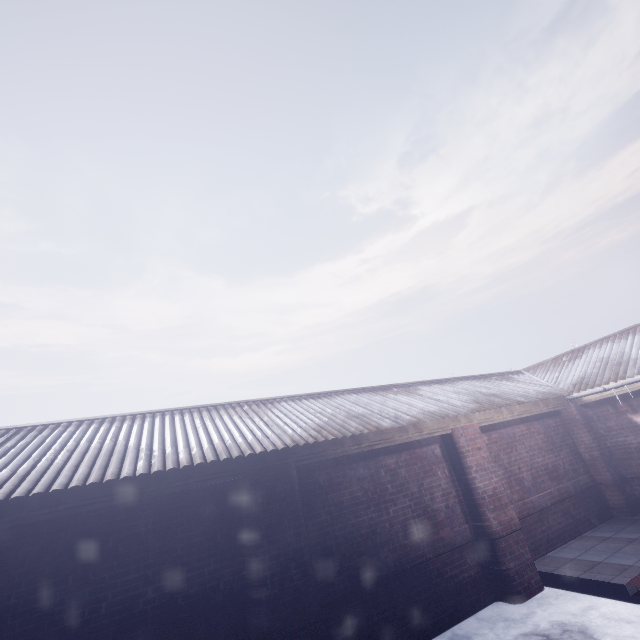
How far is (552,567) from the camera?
4.4 meters
